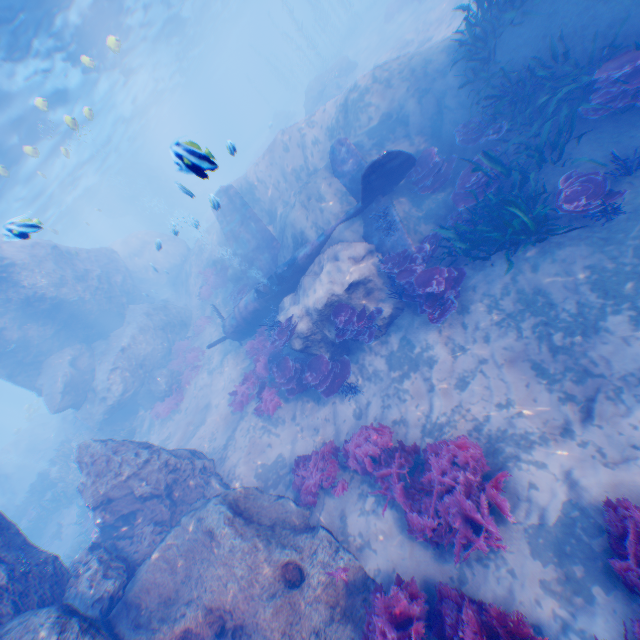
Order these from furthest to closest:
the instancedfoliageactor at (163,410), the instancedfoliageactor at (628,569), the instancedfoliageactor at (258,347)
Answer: the instancedfoliageactor at (163,410)
the instancedfoliageactor at (258,347)
the instancedfoliageactor at (628,569)

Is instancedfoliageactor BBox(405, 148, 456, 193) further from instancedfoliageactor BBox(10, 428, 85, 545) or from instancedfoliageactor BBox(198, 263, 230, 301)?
instancedfoliageactor BBox(10, 428, 85, 545)

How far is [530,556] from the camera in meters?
4.8

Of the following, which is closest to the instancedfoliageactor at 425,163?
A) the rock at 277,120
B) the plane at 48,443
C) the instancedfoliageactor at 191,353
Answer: the instancedfoliageactor at 191,353

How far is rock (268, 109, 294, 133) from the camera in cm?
3828

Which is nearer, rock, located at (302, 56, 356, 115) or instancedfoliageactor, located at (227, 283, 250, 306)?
instancedfoliageactor, located at (227, 283, 250, 306)

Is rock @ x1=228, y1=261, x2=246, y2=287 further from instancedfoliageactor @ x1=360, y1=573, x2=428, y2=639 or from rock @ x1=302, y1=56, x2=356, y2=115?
rock @ x1=302, y1=56, x2=356, y2=115

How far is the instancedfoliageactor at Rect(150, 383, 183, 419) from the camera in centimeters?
1612cm
